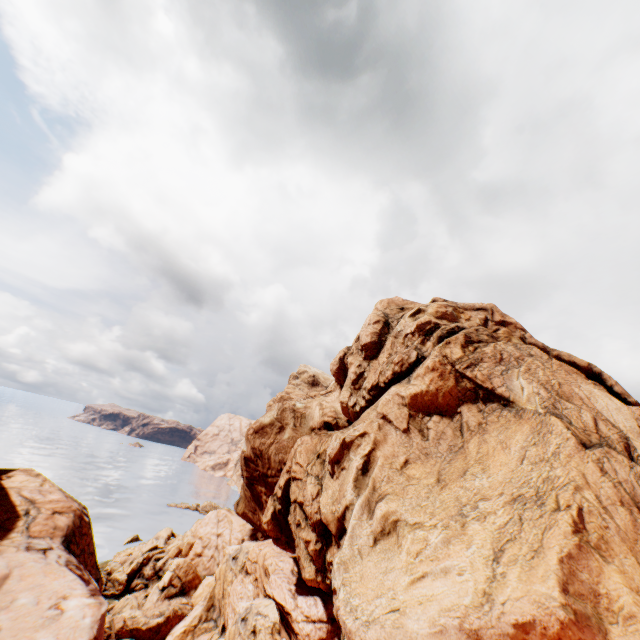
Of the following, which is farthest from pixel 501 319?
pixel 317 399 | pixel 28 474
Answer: pixel 28 474
